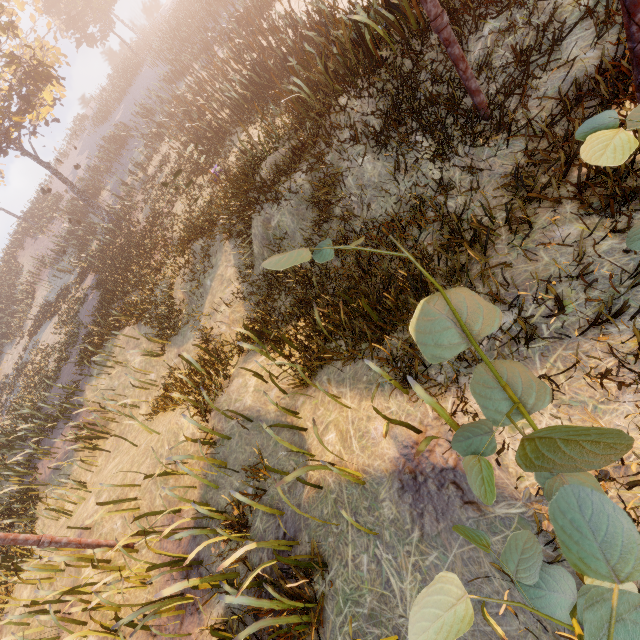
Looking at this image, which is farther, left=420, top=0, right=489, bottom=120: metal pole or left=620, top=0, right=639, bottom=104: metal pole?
left=420, top=0, right=489, bottom=120: metal pole

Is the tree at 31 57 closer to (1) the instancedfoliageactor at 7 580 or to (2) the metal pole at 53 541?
(2) the metal pole at 53 541

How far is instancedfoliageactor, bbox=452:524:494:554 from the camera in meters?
1.4

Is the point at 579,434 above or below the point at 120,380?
above

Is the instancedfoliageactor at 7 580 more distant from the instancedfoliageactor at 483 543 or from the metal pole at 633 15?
the metal pole at 633 15

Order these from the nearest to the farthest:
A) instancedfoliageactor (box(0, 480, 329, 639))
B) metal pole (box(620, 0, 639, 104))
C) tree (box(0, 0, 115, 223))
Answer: metal pole (box(620, 0, 639, 104))
instancedfoliageactor (box(0, 480, 329, 639))
tree (box(0, 0, 115, 223))

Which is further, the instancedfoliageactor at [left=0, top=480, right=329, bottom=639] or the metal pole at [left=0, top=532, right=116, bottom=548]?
the metal pole at [left=0, top=532, right=116, bottom=548]

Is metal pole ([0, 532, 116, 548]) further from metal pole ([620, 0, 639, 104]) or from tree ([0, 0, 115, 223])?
tree ([0, 0, 115, 223])
